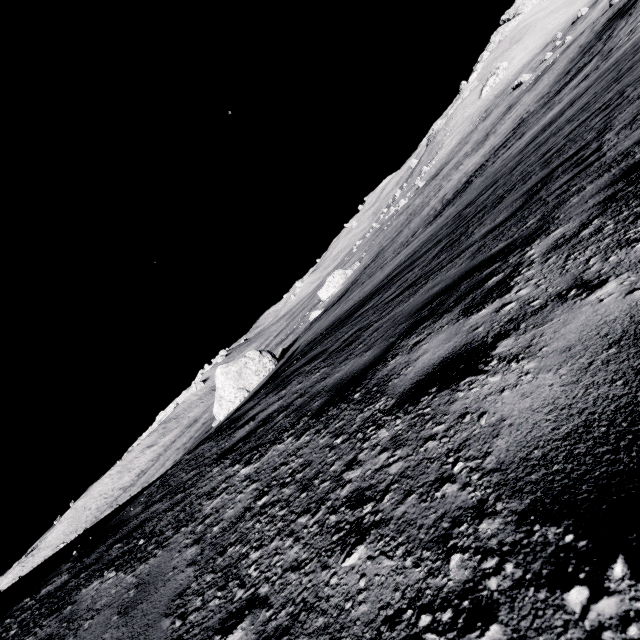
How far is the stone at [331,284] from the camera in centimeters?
4852cm

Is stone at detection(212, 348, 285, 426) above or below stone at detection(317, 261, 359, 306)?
above

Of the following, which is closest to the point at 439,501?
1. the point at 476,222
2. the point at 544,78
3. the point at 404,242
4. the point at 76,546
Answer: the point at 76,546

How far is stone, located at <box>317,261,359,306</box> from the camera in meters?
48.5

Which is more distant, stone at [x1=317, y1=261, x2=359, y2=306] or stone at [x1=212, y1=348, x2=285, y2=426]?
stone at [x1=317, y1=261, x2=359, y2=306]

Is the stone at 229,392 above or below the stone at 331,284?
above

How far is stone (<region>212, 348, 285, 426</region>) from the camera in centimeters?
2095cm
